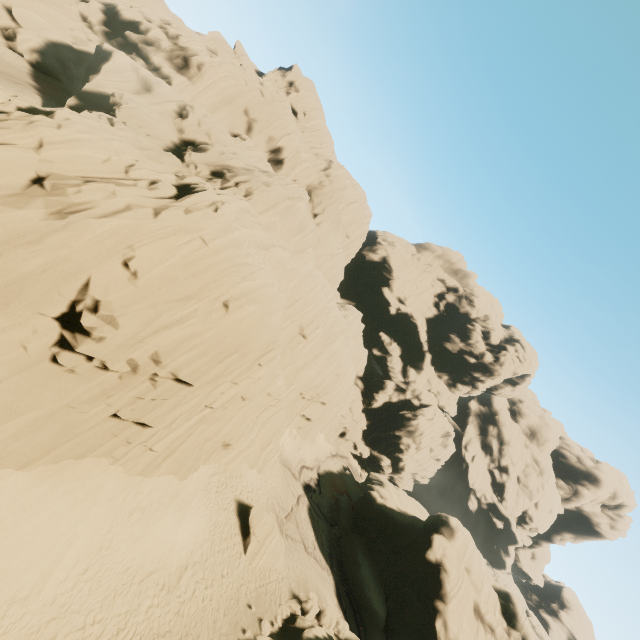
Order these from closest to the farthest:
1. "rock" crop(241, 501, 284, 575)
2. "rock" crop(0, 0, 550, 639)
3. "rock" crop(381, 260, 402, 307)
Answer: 1. "rock" crop(0, 0, 550, 639)
2. "rock" crop(241, 501, 284, 575)
3. "rock" crop(381, 260, 402, 307)

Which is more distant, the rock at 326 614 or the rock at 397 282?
the rock at 397 282

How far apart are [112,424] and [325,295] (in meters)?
25.67

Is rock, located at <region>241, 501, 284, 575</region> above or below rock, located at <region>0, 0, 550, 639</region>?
below

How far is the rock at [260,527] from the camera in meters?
20.6 m

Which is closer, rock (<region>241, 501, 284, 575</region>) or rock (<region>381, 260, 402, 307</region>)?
rock (<region>241, 501, 284, 575</region>)

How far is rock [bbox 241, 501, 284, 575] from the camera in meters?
20.6 m
